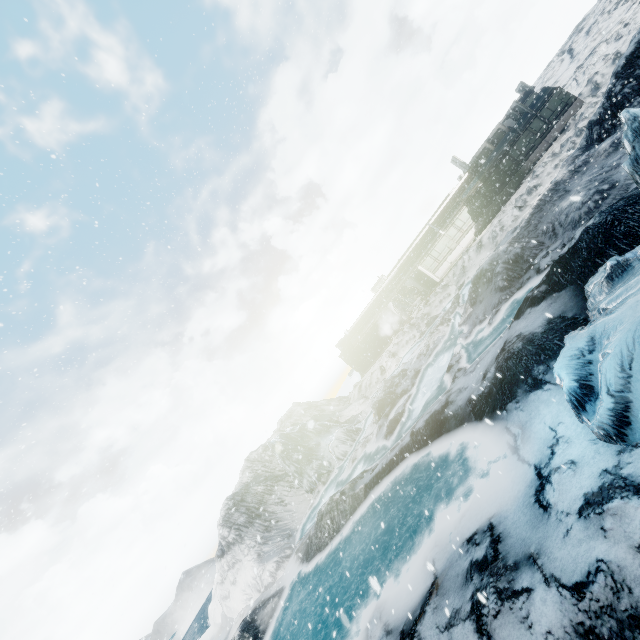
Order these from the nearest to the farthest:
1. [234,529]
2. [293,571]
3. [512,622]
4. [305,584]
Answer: [512,622]
[305,584]
[293,571]
[234,529]
